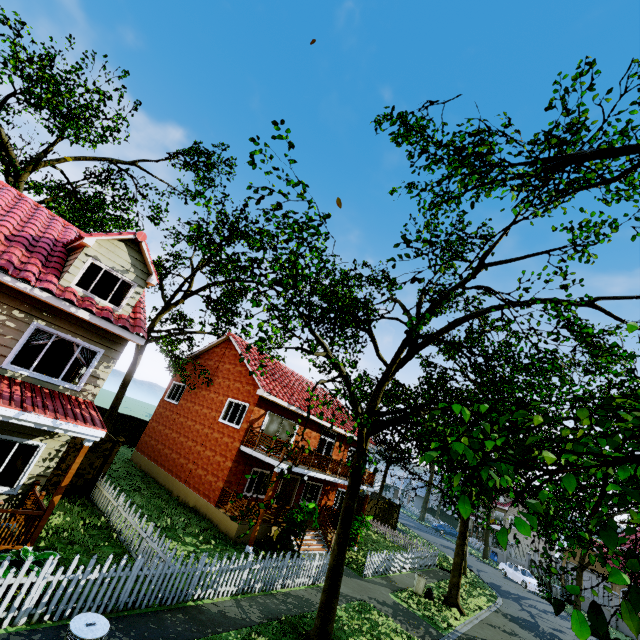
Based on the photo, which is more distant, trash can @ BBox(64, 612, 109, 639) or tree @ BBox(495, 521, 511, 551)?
trash can @ BBox(64, 612, 109, 639)

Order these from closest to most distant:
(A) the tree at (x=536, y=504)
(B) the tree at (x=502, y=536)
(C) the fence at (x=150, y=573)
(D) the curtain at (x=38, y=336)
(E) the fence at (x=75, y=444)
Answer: (B) the tree at (x=502, y=536)
(A) the tree at (x=536, y=504)
(C) the fence at (x=150, y=573)
(D) the curtain at (x=38, y=336)
(E) the fence at (x=75, y=444)

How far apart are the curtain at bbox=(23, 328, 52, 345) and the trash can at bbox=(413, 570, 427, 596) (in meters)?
19.79

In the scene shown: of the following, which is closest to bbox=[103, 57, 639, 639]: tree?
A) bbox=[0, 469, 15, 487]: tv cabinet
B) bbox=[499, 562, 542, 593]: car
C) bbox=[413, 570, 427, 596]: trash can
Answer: bbox=[413, 570, 427, 596]: trash can

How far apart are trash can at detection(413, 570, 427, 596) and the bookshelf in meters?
21.1 m

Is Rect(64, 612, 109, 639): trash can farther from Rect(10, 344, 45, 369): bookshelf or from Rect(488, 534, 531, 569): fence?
Rect(10, 344, 45, 369): bookshelf

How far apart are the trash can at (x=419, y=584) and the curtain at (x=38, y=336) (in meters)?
19.79

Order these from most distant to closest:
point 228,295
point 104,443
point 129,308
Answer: point 228,295 < point 104,443 < point 129,308
